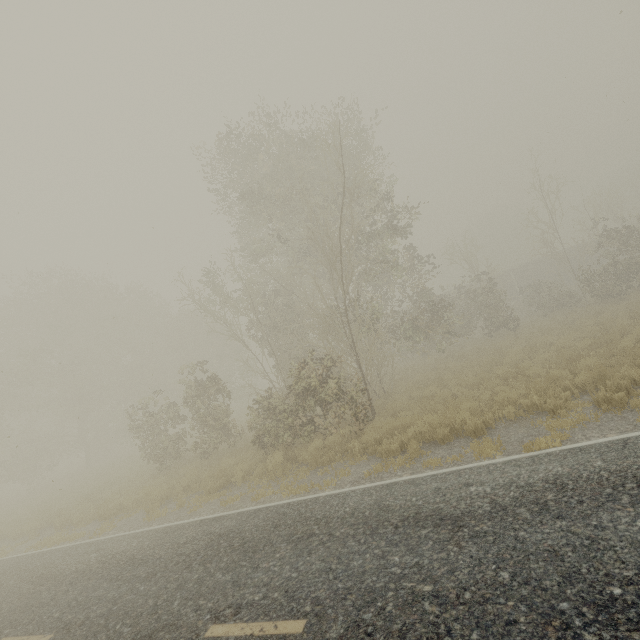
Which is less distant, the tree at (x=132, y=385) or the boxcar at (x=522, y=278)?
the tree at (x=132, y=385)

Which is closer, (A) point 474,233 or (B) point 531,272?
(A) point 474,233

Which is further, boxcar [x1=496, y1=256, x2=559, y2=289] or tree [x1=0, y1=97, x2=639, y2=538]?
boxcar [x1=496, y1=256, x2=559, y2=289]

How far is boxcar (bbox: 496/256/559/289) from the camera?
38.7 meters

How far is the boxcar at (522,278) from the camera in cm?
3869
